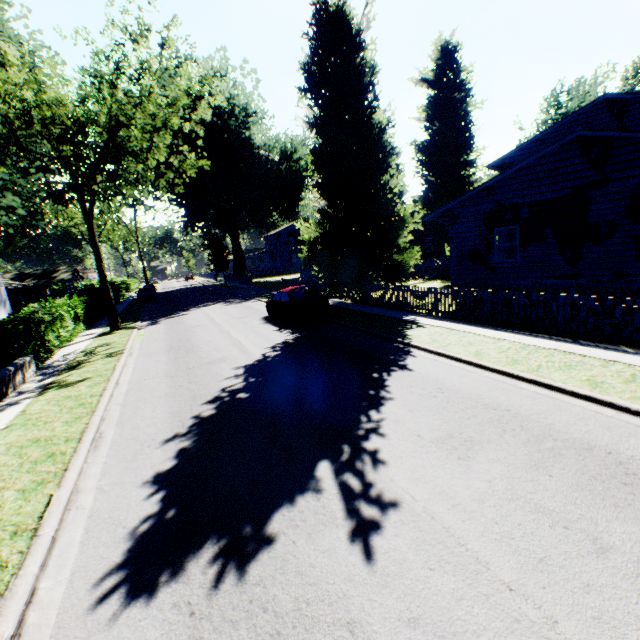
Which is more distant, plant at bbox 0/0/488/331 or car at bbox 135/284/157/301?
car at bbox 135/284/157/301

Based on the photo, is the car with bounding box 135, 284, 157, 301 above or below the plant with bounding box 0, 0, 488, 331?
below

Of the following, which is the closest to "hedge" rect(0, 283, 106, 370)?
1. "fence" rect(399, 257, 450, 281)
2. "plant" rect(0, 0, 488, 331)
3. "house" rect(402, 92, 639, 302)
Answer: "plant" rect(0, 0, 488, 331)

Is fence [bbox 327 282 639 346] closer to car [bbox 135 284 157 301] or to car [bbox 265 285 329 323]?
car [bbox 265 285 329 323]

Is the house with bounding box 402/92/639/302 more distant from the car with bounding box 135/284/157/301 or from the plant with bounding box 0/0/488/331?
the car with bounding box 135/284/157/301

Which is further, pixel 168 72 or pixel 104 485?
pixel 168 72

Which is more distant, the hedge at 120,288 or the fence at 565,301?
the hedge at 120,288

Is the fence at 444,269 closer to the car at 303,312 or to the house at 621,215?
the house at 621,215
